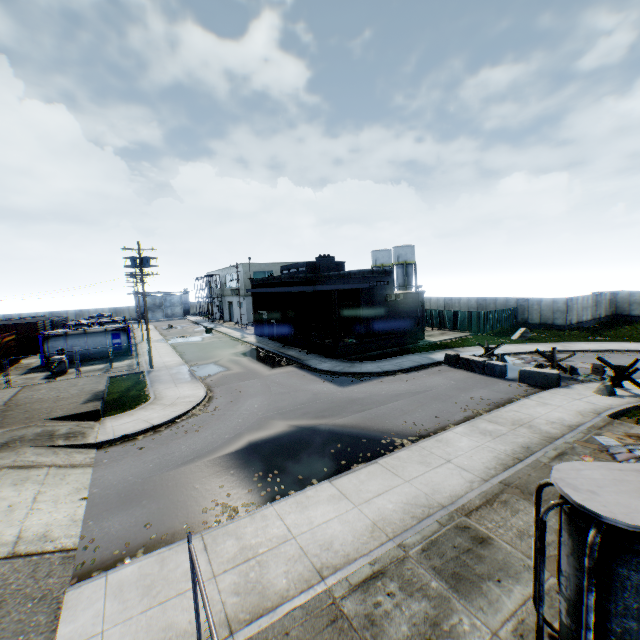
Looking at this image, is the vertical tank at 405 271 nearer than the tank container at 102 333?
No

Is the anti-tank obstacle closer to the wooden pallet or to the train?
the wooden pallet

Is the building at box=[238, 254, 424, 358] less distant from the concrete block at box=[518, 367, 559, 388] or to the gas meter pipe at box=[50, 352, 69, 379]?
the concrete block at box=[518, 367, 559, 388]

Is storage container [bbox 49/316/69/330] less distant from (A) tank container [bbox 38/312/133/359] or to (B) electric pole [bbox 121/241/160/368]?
(A) tank container [bbox 38/312/133/359]

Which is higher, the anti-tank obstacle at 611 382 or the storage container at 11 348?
the storage container at 11 348

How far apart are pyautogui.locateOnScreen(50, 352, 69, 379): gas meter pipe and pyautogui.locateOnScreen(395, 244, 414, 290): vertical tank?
49.65m

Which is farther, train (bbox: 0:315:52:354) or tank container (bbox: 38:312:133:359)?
train (bbox: 0:315:52:354)

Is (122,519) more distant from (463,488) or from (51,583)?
(463,488)
